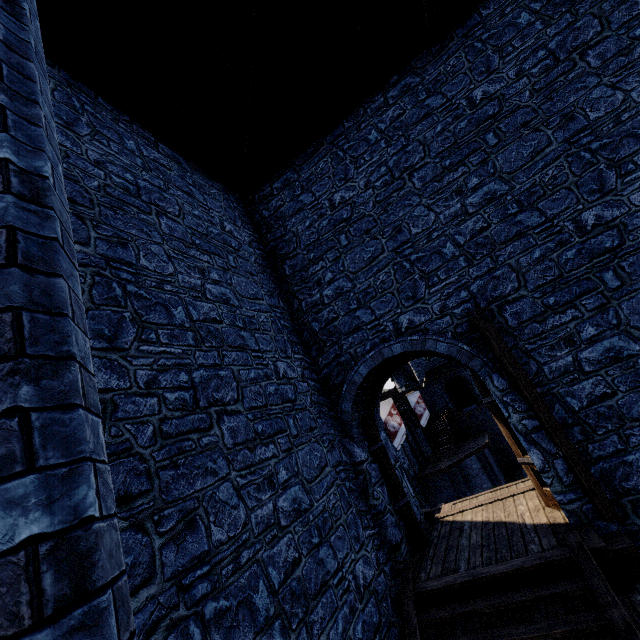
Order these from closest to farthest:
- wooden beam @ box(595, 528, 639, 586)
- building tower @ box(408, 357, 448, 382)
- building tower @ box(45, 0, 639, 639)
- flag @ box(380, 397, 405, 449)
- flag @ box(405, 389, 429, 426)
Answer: building tower @ box(45, 0, 639, 639) < wooden beam @ box(595, 528, 639, 586) < flag @ box(380, 397, 405, 449) < flag @ box(405, 389, 429, 426) < building tower @ box(408, 357, 448, 382)

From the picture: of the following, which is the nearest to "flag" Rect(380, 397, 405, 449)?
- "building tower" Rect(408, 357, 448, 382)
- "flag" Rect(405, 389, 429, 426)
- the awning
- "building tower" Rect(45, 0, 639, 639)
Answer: "flag" Rect(405, 389, 429, 426)

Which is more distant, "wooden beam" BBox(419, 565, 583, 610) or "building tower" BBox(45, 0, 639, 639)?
"wooden beam" BBox(419, 565, 583, 610)

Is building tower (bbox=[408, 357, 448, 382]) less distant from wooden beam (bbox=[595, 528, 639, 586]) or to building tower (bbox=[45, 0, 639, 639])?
building tower (bbox=[45, 0, 639, 639])

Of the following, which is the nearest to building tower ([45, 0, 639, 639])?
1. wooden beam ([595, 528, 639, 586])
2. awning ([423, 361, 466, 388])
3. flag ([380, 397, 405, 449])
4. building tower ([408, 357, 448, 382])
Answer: wooden beam ([595, 528, 639, 586])

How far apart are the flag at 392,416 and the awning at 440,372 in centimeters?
1854cm

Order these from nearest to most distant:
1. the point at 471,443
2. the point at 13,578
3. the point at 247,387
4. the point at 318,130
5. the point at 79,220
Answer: the point at 13,578 → the point at 79,220 → the point at 247,387 → the point at 318,130 → the point at 471,443

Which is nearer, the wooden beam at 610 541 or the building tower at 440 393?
A: the wooden beam at 610 541
